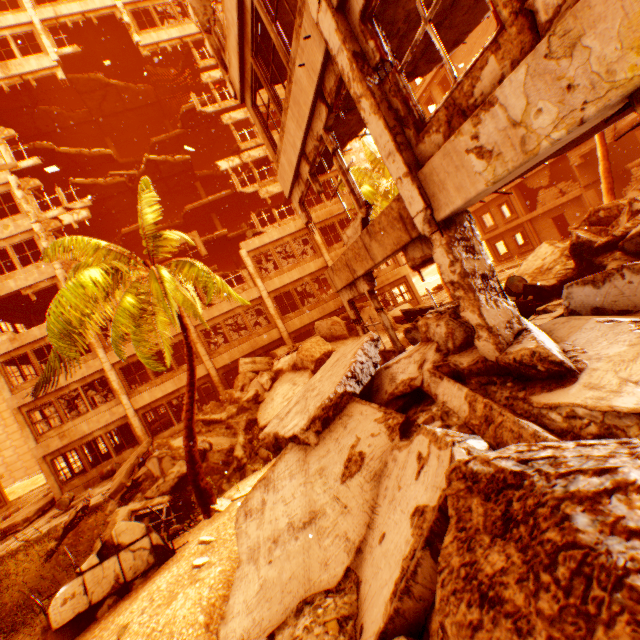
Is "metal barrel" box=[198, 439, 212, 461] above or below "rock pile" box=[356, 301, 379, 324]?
below

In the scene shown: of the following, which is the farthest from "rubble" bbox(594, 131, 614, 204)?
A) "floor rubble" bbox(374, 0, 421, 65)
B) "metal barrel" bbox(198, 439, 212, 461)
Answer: "floor rubble" bbox(374, 0, 421, 65)

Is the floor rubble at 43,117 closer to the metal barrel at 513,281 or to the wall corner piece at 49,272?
the wall corner piece at 49,272

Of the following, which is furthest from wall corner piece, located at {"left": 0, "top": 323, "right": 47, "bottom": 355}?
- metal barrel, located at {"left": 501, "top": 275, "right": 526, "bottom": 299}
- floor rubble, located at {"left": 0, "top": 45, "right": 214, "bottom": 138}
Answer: metal barrel, located at {"left": 501, "top": 275, "right": 526, "bottom": 299}

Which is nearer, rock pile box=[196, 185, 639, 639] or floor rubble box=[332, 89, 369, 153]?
rock pile box=[196, 185, 639, 639]

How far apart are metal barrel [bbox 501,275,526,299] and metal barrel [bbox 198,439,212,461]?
10.6m

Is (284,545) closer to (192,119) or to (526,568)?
(526,568)

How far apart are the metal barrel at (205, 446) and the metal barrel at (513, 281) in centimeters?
1058cm
